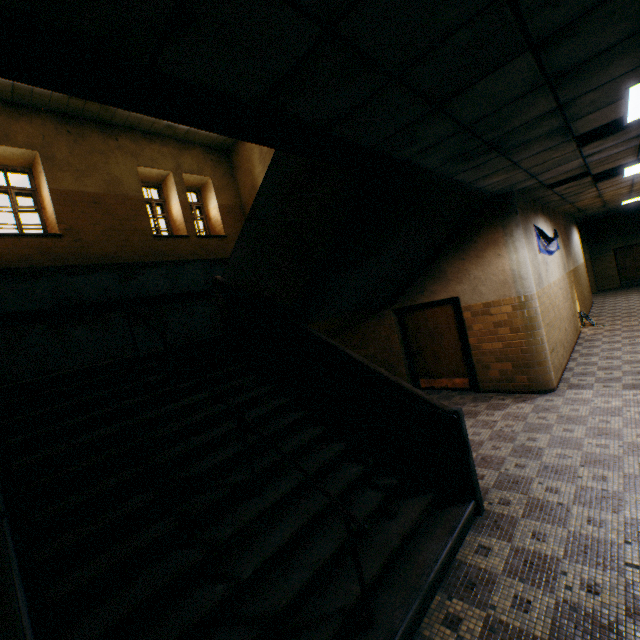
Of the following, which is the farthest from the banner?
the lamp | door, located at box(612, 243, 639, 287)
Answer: door, located at box(612, 243, 639, 287)

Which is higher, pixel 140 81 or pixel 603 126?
pixel 603 126

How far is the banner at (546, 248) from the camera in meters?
7.2 m

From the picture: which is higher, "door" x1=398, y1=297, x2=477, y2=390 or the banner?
the banner

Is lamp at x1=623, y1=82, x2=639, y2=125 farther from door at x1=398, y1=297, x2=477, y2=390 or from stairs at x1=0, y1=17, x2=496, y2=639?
door at x1=398, y1=297, x2=477, y2=390

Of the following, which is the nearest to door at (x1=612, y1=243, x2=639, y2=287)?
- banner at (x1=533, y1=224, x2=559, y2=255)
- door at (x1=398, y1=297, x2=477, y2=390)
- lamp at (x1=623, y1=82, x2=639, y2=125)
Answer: banner at (x1=533, y1=224, x2=559, y2=255)

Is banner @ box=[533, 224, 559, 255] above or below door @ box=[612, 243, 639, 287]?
above

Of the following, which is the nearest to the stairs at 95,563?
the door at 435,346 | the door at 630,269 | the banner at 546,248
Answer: the door at 435,346
